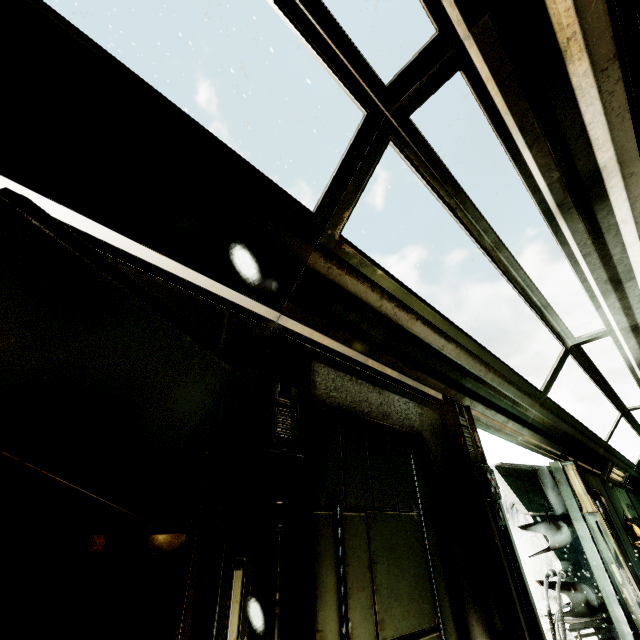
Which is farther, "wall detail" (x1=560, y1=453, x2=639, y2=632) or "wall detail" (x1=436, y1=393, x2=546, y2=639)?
"wall detail" (x1=560, y1=453, x2=639, y2=632)

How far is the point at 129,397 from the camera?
1.0 meters

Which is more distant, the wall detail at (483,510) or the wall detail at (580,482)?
the wall detail at (580,482)
